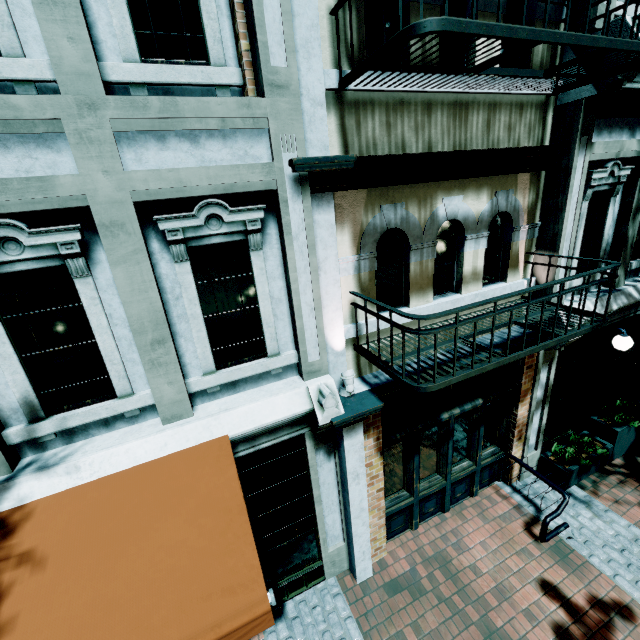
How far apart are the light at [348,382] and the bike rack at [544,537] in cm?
424

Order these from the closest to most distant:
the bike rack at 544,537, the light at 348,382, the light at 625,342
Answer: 1. the light at 348,382
2. the bike rack at 544,537
3. the light at 625,342

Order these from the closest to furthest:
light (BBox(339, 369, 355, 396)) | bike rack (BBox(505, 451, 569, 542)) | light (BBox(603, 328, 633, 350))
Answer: light (BBox(339, 369, 355, 396))
bike rack (BBox(505, 451, 569, 542))
light (BBox(603, 328, 633, 350))

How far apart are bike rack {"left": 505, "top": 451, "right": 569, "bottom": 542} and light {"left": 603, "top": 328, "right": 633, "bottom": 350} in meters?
2.9 m

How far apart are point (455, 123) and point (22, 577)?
6.3 meters

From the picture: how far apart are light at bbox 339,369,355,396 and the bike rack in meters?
4.2

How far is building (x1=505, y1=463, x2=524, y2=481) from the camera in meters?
6.4 m

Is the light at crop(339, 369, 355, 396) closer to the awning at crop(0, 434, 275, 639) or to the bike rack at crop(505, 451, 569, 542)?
the awning at crop(0, 434, 275, 639)
